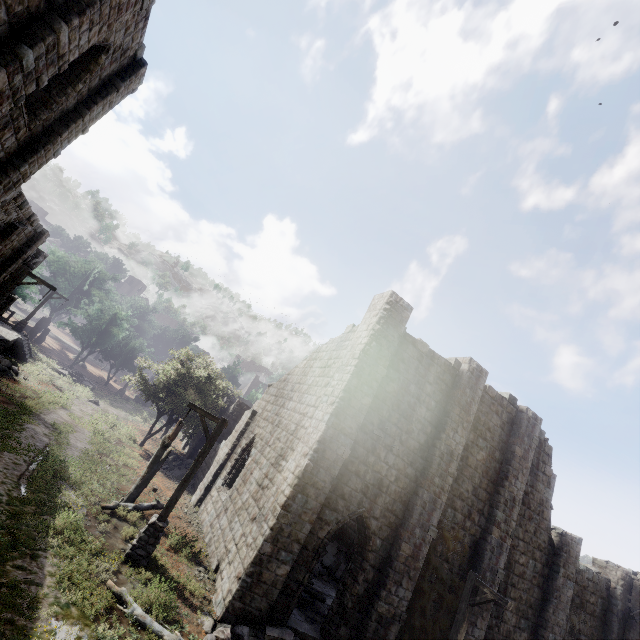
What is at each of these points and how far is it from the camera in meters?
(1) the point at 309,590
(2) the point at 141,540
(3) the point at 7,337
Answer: (1) wooden plank rubble, 13.0
(2) wooden lamp post, 9.9
(3) building base, 24.4

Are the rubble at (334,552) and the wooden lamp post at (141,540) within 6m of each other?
no

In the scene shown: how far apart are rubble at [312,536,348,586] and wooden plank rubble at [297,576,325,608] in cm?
529

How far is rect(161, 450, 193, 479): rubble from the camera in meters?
21.5 m

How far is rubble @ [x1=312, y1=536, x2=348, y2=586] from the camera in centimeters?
1706cm

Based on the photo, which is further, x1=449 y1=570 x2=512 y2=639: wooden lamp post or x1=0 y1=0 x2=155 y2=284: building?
x1=449 y1=570 x2=512 y2=639: wooden lamp post

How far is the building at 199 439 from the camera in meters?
26.6

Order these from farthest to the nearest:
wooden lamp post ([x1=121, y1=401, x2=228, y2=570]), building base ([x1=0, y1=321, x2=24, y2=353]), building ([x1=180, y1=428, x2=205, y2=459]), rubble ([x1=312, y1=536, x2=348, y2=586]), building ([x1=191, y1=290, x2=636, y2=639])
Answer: building ([x1=180, y1=428, x2=205, y2=459])
building base ([x1=0, y1=321, x2=24, y2=353])
rubble ([x1=312, y1=536, x2=348, y2=586])
building ([x1=191, y1=290, x2=636, y2=639])
wooden lamp post ([x1=121, y1=401, x2=228, y2=570])
